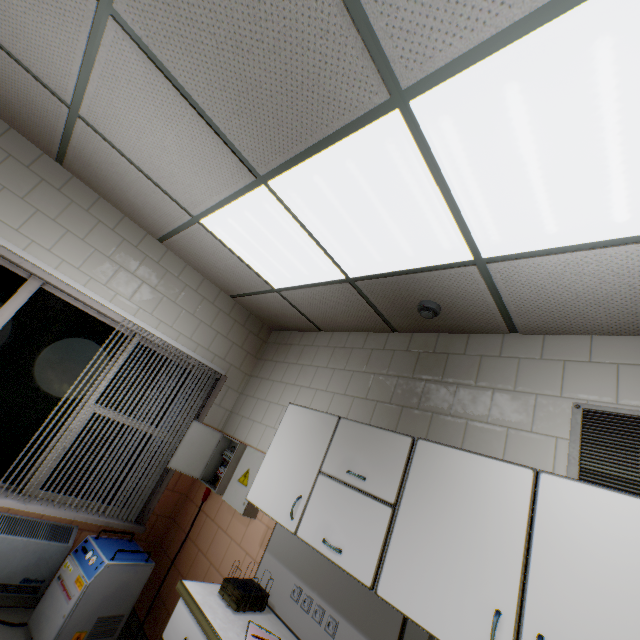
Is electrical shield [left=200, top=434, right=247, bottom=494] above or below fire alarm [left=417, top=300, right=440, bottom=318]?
below

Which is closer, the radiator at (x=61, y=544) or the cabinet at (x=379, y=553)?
the cabinet at (x=379, y=553)

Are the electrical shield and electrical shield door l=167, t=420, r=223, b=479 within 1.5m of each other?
yes

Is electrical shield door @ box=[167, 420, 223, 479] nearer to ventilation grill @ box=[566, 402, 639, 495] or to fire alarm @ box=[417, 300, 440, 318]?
fire alarm @ box=[417, 300, 440, 318]

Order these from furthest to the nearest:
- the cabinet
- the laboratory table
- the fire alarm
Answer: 1. the fire alarm
2. the laboratory table
3. the cabinet

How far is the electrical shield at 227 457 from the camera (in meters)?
3.20

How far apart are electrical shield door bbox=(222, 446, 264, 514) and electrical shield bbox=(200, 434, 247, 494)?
0.2 meters

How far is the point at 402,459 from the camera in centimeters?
188cm
